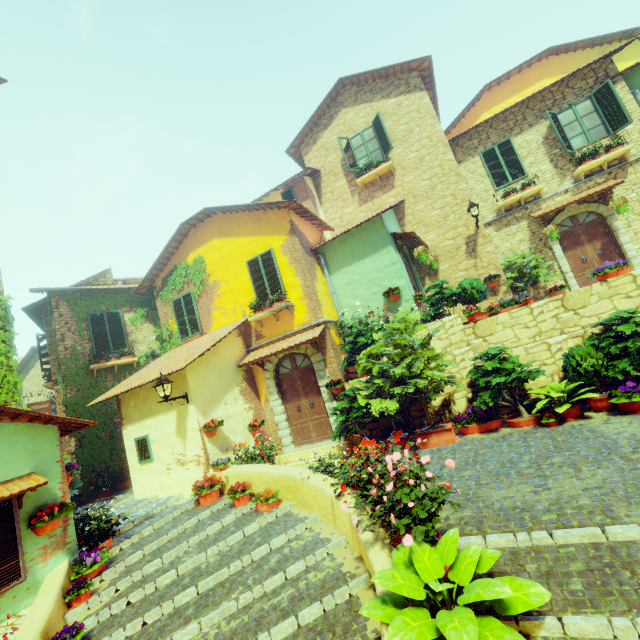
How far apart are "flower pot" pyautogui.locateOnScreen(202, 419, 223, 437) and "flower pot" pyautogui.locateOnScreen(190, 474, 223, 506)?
0.6 meters

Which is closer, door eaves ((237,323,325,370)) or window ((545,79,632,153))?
door eaves ((237,323,325,370))

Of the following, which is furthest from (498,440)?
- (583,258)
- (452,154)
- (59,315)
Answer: (59,315)

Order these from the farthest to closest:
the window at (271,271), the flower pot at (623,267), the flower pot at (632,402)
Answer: the window at (271,271)
the flower pot at (623,267)
the flower pot at (632,402)

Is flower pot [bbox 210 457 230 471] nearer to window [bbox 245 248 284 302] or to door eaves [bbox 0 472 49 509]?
door eaves [bbox 0 472 49 509]

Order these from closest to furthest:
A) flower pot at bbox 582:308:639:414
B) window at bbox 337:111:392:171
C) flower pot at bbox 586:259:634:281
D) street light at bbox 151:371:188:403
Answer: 1. flower pot at bbox 582:308:639:414
2. flower pot at bbox 586:259:634:281
3. street light at bbox 151:371:188:403
4. window at bbox 337:111:392:171

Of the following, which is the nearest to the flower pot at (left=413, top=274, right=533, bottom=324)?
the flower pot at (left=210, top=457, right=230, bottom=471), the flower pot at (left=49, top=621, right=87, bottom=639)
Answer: the flower pot at (left=210, top=457, right=230, bottom=471)

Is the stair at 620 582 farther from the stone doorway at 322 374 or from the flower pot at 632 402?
the stone doorway at 322 374
